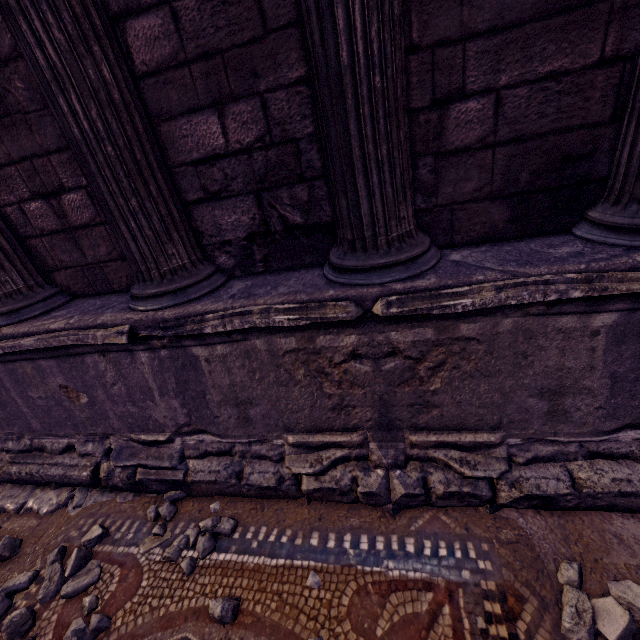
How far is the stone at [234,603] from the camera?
1.70m

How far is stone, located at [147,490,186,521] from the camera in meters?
2.4 m

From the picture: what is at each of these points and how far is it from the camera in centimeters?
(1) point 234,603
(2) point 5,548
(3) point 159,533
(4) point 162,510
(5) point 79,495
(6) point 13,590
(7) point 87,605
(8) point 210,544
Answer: (1) stone, 175cm
(2) stone, 241cm
(3) stone, 226cm
(4) stone, 239cm
(5) stone, 273cm
(6) stone, 212cm
(7) stone, 192cm
(8) stone, 209cm

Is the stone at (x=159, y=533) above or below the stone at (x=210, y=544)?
below

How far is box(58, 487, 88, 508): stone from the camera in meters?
2.7 m

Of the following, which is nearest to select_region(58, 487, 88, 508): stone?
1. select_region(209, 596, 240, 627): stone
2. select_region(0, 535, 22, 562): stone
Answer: select_region(0, 535, 22, 562): stone

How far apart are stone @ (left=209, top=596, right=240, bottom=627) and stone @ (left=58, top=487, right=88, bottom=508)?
1.7m

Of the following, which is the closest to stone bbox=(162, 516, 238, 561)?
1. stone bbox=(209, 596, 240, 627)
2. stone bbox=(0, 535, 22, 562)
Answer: stone bbox=(209, 596, 240, 627)
